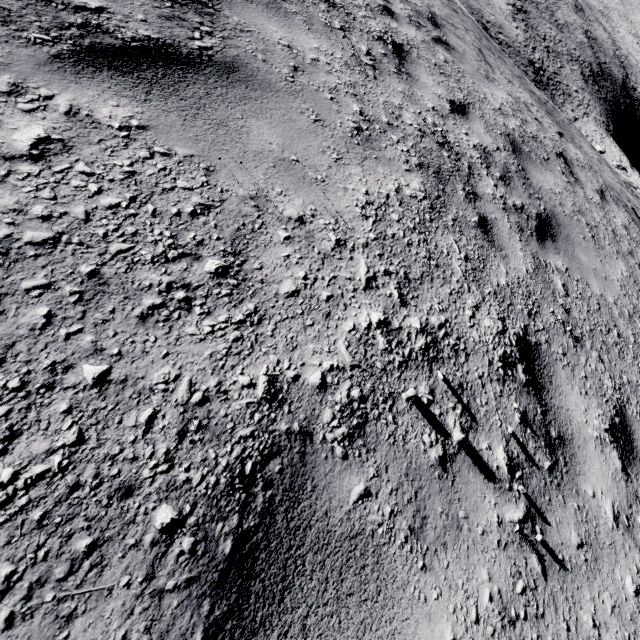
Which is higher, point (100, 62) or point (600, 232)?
point (100, 62)
